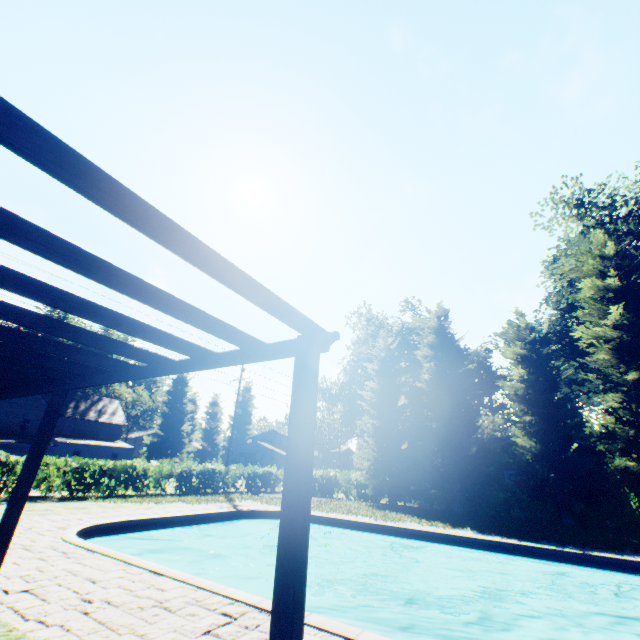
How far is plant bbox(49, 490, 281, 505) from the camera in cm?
1552

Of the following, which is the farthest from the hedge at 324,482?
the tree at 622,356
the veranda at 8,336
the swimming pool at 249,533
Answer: the veranda at 8,336

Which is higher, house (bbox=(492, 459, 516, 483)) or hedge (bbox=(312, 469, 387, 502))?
house (bbox=(492, 459, 516, 483))

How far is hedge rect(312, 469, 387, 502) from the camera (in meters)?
24.33

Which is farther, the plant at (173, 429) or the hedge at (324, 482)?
the plant at (173, 429)

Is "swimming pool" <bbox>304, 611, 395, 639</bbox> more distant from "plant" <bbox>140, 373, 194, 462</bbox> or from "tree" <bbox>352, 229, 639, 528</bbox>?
"tree" <bbox>352, 229, 639, 528</bbox>

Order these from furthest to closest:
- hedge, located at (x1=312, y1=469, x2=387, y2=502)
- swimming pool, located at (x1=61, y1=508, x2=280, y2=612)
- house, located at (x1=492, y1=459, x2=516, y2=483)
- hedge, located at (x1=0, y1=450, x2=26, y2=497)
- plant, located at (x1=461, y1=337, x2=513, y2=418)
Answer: plant, located at (x1=461, y1=337, x2=513, y2=418) < house, located at (x1=492, y1=459, x2=516, y2=483) < hedge, located at (x1=312, y1=469, x2=387, y2=502) < hedge, located at (x1=0, y1=450, x2=26, y2=497) < swimming pool, located at (x1=61, y1=508, x2=280, y2=612)

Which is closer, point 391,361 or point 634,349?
point 634,349
